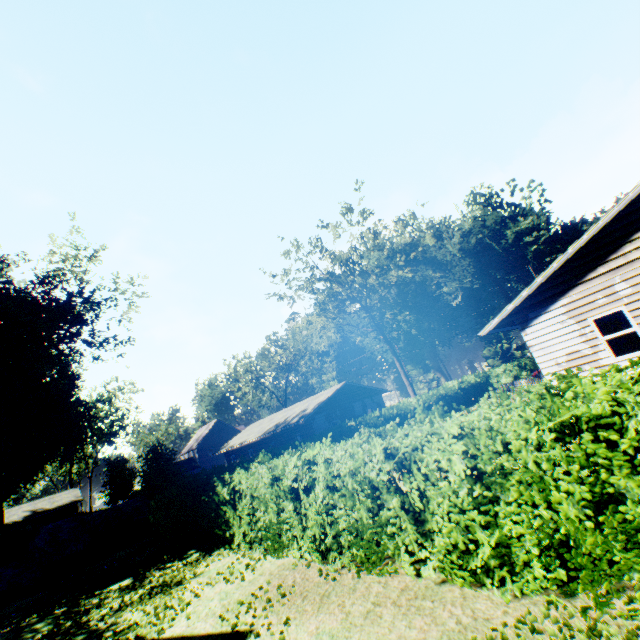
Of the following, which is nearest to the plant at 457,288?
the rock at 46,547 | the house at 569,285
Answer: the house at 569,285

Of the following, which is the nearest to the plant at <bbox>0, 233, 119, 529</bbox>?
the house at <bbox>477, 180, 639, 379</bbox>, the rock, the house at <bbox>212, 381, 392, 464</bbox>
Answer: the rock

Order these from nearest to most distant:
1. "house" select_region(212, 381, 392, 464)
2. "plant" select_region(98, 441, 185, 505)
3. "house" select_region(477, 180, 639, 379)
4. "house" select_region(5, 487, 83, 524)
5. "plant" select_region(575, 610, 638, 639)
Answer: "plant" select_region(575, 610, 638, 639), "house" select_region(477, 180, 639, 379), "plant" select_region(98, 441, 185, 505), "house" select_region(212, 381, 392, 464), "house" select_region(5, 487, 83, 524)

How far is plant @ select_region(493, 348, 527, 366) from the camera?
57.6m

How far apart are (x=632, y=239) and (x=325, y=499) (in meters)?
12.24

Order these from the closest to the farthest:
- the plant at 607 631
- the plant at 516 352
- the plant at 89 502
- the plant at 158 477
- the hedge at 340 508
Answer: the plant at 607 631 < the hedge at 340 508 < the plant at 89 502 < the plant at 158 477 < the plant at 516 352

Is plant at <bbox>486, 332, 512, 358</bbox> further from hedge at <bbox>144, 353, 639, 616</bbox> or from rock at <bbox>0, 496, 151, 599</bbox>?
hedge at <bbox>144, 353, 639, 616</bbox>
